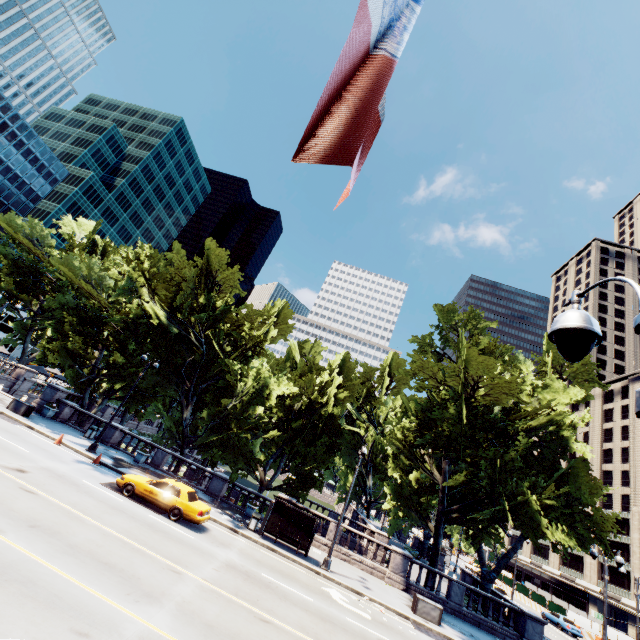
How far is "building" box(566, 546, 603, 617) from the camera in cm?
5409

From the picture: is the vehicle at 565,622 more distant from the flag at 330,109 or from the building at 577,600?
the flag at 330,109

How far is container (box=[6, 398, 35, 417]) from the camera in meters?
23.7

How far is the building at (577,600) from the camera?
54.1 meters

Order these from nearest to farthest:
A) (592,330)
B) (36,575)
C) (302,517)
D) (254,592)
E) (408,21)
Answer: (408,21), (592,330), (36,575), (254,592), (302,517)

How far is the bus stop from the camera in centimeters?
2014cm

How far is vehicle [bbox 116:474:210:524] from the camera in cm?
1653

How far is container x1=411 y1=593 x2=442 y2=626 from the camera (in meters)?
18.19
